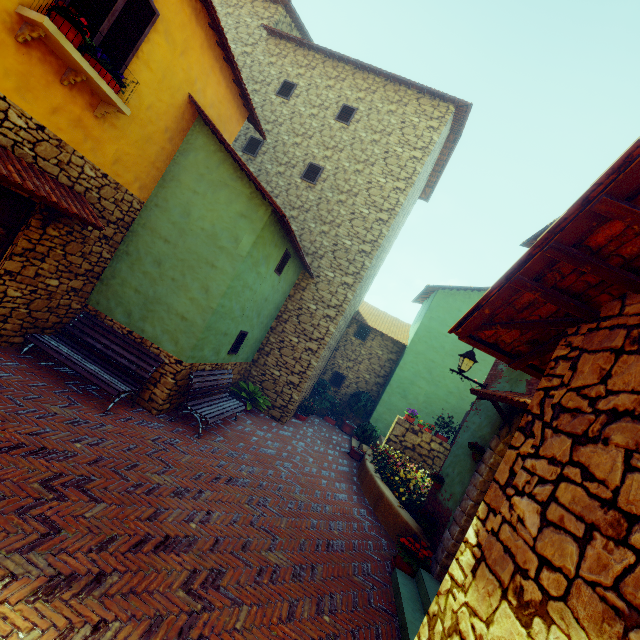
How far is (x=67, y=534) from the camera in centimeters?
321cm

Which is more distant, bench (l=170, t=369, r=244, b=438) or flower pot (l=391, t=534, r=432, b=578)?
bench (l=170, t=369, r=244, b=438)

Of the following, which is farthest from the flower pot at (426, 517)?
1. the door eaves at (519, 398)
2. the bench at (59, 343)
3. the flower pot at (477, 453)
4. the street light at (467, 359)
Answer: the bench at (59, 343)

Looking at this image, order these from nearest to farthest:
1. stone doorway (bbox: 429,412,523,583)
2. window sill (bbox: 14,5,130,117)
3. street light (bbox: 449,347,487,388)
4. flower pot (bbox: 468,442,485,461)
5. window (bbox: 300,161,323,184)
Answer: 1. window sill (bbox: 14,5,130,117)
2. stone doorway (bbox: 429,412,523,583)
3. flower pot (bbox: 468,442,485,461)
4. street light (bbox: 449,347,487,388)
5. window (bbox: 300,161,323,184)

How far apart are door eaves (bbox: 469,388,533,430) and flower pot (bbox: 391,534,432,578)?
2.5 meters

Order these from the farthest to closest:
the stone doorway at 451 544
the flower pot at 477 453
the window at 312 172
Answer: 1. the window at 312 172
2. the flower pot at 477 453
3. the stone doorway at 451 544

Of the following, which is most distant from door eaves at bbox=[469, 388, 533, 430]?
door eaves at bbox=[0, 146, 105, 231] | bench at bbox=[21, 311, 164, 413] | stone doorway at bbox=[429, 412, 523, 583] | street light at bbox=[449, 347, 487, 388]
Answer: door eaves at bbox=[0, 146, 105, 231]

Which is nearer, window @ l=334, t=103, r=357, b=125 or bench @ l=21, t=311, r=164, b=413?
bench @ l=21, t=311, r=164, b=413
